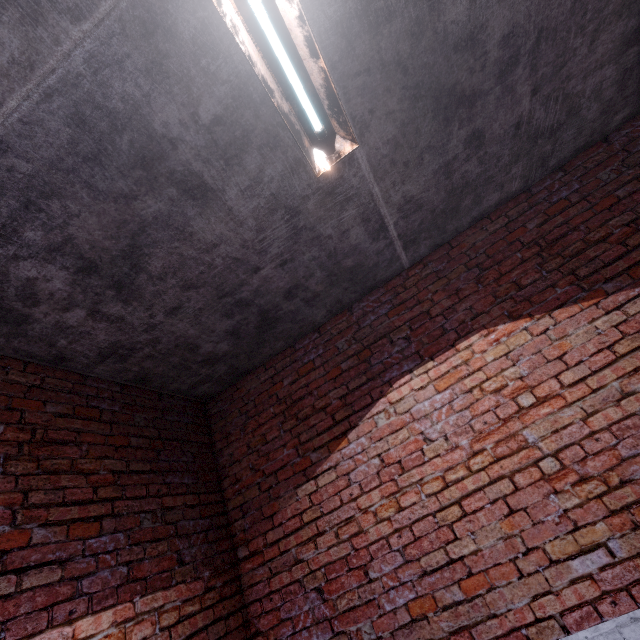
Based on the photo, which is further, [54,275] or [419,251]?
[419,251]
